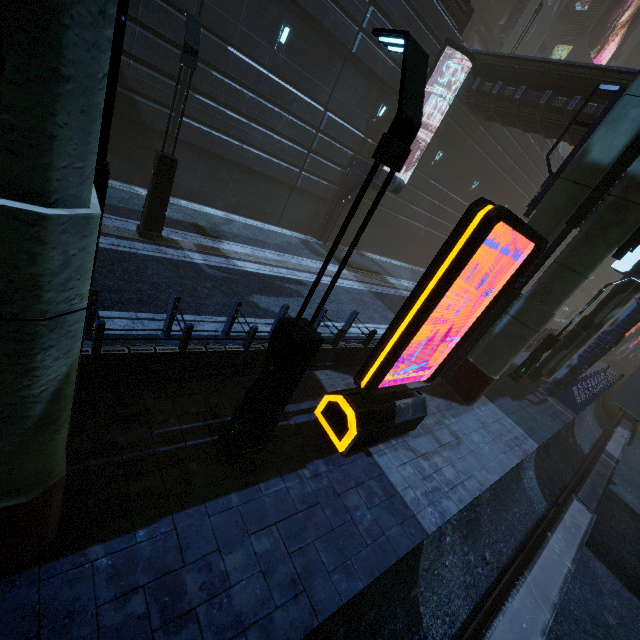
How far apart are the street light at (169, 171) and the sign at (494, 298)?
7.5 meters

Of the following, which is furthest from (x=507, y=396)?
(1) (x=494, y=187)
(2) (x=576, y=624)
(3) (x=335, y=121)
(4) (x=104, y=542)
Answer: (1) (x=494, y=187)

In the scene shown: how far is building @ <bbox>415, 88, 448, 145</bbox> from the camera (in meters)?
17.44

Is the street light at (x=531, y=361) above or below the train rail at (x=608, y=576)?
above

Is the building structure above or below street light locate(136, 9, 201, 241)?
above

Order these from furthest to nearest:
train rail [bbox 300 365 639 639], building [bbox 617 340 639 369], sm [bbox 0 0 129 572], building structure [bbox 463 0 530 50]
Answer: building [bbox 617 340 639 369], building structure [bbox 463 0 530 50], train rail [bbox 300 365 639 639], sm [bbox 0 0 129 572]

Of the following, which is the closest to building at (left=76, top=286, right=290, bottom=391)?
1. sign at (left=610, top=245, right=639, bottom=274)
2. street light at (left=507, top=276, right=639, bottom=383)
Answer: sign at (left=610, top=245, right=639, bottom=274)
